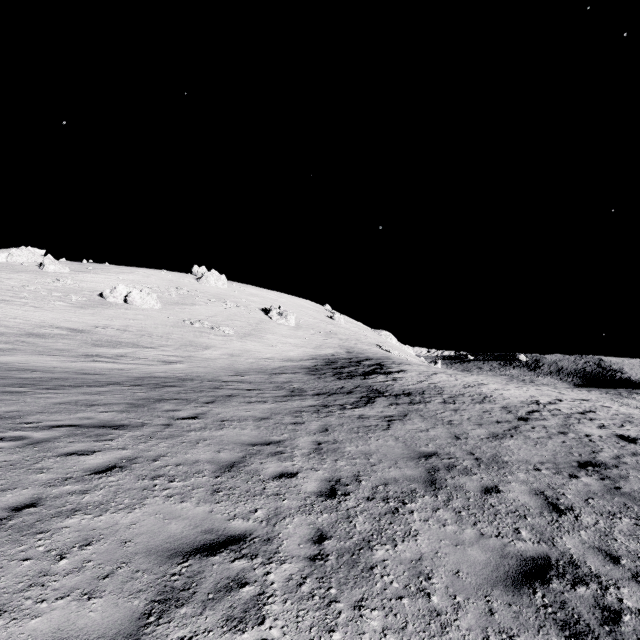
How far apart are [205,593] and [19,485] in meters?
3.9 m

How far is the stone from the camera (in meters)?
43.72

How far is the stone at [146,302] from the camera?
43.72m
